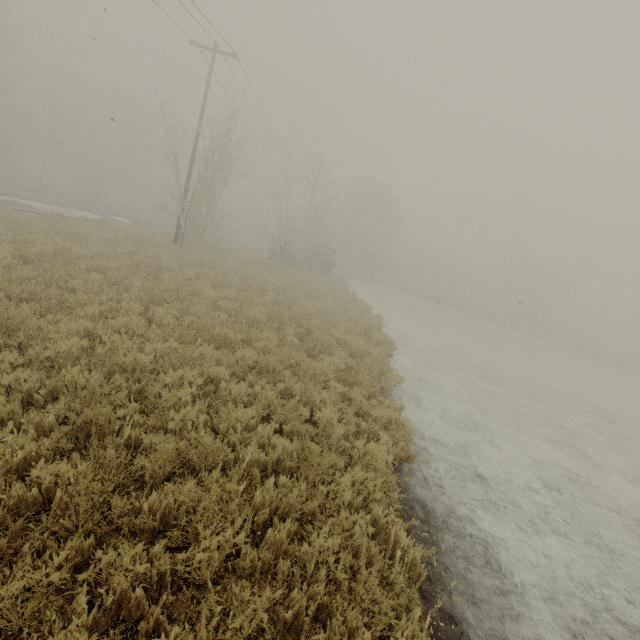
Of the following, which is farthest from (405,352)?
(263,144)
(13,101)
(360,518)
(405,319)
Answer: (13,101)
